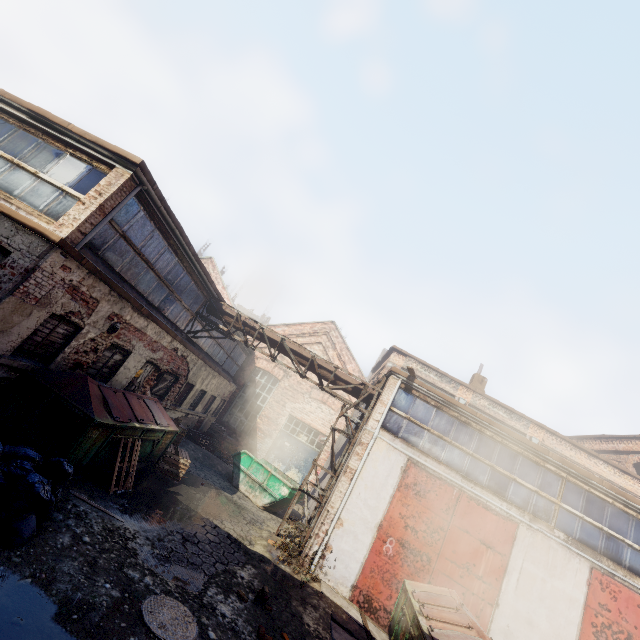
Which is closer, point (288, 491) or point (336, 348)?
point (288, 491)

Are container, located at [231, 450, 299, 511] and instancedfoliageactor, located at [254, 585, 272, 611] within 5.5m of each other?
no

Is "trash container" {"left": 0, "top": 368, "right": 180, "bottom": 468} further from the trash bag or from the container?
the container

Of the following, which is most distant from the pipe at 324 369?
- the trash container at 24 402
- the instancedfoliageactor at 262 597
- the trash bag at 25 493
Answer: the trash bag at 25 493

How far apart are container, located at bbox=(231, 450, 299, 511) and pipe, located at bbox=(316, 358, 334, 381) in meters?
4.4 m

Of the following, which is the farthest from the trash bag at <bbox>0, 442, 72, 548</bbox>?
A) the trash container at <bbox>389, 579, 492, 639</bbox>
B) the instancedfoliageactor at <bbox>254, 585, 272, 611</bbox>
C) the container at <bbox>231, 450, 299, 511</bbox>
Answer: the container at <bbox>231, 450, 299, 511</bbox>

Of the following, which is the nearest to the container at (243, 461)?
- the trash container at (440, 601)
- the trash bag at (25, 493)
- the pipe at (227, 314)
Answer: the pipe at (227, 314)

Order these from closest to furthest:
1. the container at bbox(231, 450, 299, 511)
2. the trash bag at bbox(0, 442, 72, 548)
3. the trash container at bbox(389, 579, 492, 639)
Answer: the trash bag at bbox(0, 442, 72, 548) < the trash container at bbox(389, 579, 492, 639) < the container at bbox(231, 450, 299, 511)
